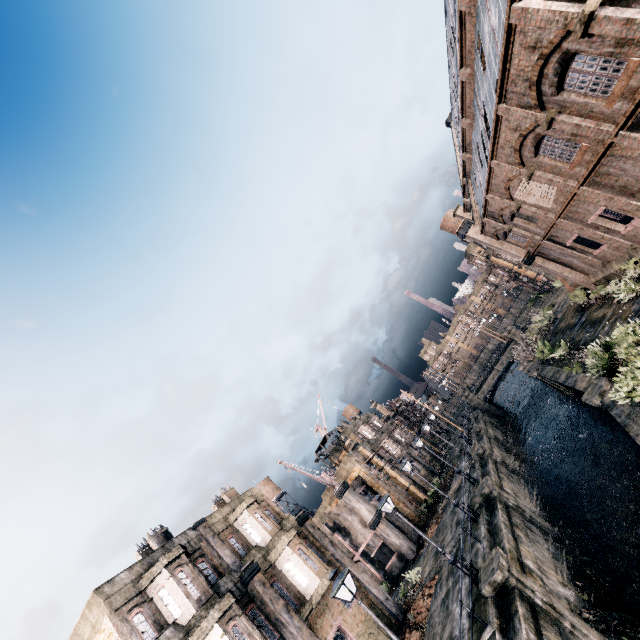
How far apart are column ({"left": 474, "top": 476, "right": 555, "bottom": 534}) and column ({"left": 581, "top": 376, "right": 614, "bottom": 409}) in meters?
8.7 m

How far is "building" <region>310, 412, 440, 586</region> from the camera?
32.5m

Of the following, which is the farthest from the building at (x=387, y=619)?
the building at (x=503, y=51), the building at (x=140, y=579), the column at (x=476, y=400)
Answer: the column at (x=476, y=400)

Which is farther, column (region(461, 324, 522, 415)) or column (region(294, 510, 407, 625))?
column (region(461, 324, 522, 415))

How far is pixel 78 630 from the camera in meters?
15.5 m

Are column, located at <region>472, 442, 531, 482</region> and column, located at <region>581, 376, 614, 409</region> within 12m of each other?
no

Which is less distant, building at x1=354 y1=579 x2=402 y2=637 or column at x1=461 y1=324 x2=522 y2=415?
building at x1=354 y1=579 x2=402 y2=637

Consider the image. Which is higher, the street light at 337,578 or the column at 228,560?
the column at 228,560
